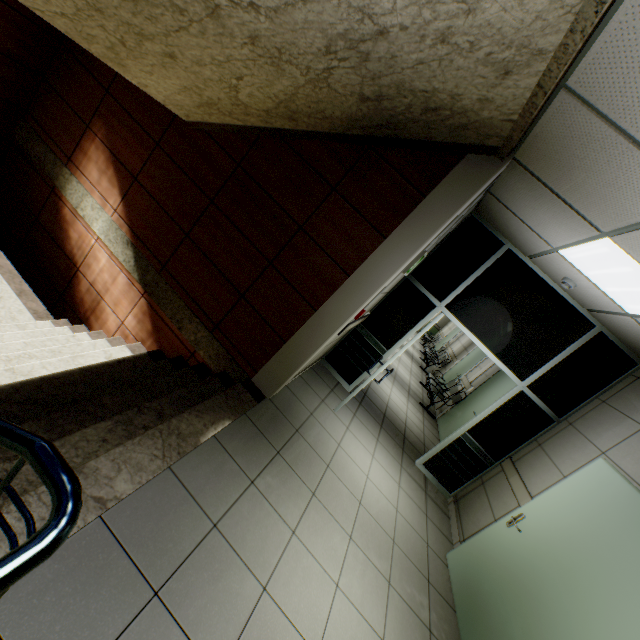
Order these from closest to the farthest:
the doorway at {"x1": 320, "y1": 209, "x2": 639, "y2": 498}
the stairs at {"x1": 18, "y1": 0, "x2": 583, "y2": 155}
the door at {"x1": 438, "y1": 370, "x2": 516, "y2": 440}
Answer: the stairs at {"x1": 18, "y1": 0, "x2": 583, "y2": 155} < the doorway at {"x1": 320, "y1": 209, "x2": 639, "y2": 498} < the door at {"x1": 438, "y1": 370, "x2": 516, "y2": 440}

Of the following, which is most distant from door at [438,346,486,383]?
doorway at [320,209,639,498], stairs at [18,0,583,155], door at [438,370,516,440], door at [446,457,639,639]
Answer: stairs at [18,0,583,155]

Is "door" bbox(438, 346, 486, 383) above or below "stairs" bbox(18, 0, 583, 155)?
below

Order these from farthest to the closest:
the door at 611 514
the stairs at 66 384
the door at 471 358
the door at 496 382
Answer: the door at 471 358 < the door at 496 382 < the door at 611 514 < the stairs at 66 384

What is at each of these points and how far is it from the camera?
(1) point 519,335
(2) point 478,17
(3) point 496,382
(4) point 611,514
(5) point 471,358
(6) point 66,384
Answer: (1) doorway, 4.6m
(2) stairs, 1.4m
(3) door, 7.2m
(4) door, 2.8m
(5) door, 10.0m
(6) stairs, 2.8m

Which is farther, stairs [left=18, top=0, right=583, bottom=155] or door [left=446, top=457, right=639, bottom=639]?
door [left=446, top=457, right=639, bottom=639]

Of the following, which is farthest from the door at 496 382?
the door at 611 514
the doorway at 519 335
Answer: the door at 611 514

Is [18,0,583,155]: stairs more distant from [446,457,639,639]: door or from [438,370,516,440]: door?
[438,370,516,440]: door
